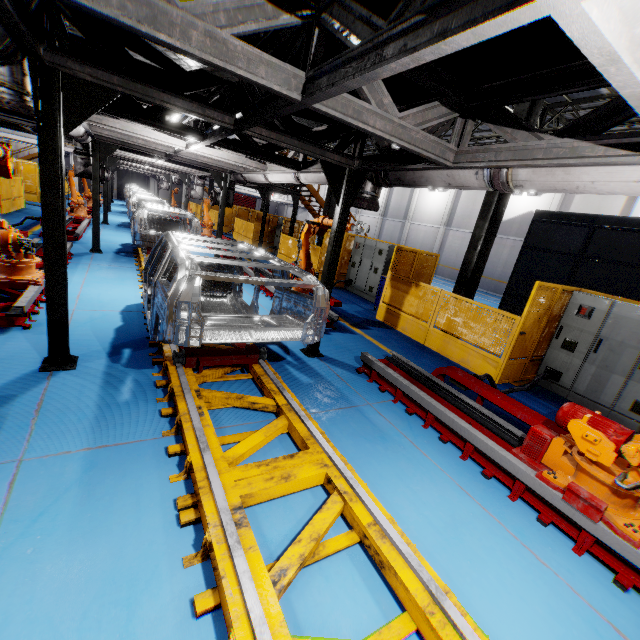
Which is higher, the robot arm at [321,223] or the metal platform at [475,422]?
the robot arm at [321,223]

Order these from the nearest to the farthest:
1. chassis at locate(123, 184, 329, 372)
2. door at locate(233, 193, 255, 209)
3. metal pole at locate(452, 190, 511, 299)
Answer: chassis at locate(123, 184, 329, 372), metal pole at locate(452, 190, 511, 299), door at locate(233, 193, 255, 209)

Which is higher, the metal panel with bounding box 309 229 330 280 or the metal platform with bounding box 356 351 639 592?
the metal panel with bounding box 309 229 330 280

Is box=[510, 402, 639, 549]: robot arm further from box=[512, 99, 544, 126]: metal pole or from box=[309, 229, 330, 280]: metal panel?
box=[512, 99, 544, 126]: metal pole

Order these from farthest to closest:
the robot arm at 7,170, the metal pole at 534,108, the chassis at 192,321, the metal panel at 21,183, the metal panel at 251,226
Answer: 1. the metal panel at 251,226
2. the metal panel at 21,183
3. the metal pole at 534,108
4. the robot arm at 7,170
5. the chassis at 192,321

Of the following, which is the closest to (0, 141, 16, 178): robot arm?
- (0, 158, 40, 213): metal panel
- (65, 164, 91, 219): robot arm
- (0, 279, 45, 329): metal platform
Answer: (0, 279, 45, 329): metal platform

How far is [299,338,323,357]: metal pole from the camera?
6.16m

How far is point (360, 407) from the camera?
4.79m
